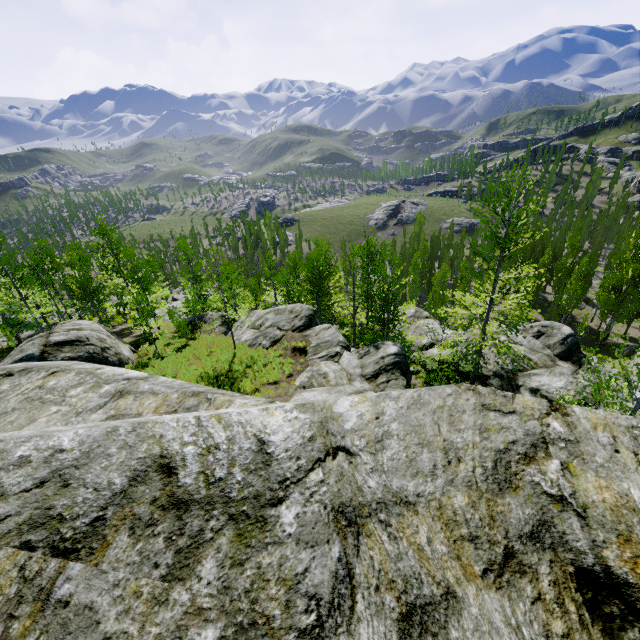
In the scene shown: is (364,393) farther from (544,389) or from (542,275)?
(542,275)

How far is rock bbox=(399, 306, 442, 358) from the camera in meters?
22.6 m

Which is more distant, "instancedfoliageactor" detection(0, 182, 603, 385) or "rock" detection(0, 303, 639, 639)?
"instancedfoliageactor" detection(0, 182, 603, 385)

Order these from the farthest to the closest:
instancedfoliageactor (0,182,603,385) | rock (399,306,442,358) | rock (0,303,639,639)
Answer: rock (399,306,442,358) < instancedfoliageactor (0,182,603,385) < rock (0,303,639,639)

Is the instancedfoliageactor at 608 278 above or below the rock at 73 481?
below

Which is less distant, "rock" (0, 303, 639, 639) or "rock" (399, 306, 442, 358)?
"rock" (0, 303, 639, 639)

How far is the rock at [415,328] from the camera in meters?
22.6 m
